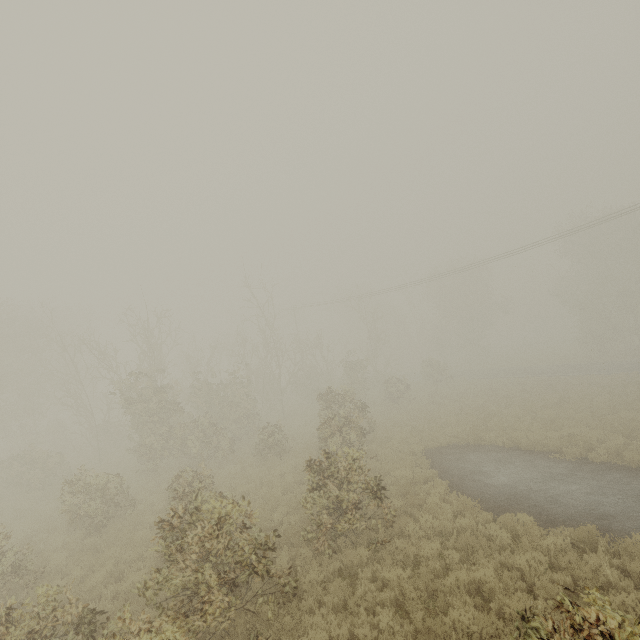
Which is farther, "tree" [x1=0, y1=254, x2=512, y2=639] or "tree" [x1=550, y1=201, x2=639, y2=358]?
"tree" [x1=550, y1=201, x2=639, y2=358]

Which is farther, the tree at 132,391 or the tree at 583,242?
the tree at 583,242

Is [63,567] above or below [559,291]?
below
